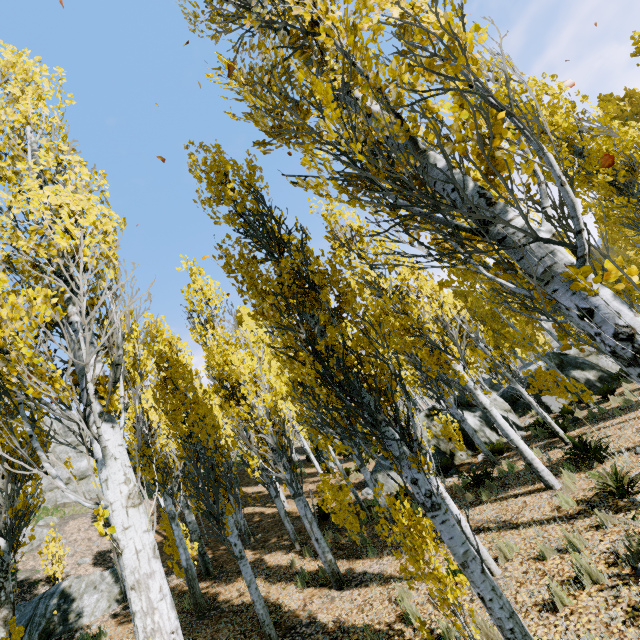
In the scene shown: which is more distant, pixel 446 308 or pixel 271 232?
pixel 446 308

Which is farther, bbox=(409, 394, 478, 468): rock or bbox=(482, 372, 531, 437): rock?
bbox=(482, 372, 531, 437): rock

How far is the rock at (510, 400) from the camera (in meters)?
15.06

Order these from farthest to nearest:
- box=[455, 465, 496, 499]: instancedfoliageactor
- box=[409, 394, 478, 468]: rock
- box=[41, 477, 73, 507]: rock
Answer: box=[41, 477, 73, 507]: rock, box=[409, 394, 478, 468]: rock, box=[455, 465, 496, 499]: instancedfoliageactor

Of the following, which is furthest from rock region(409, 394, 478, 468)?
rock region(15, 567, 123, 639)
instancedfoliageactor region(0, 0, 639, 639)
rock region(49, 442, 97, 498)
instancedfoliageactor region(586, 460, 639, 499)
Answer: rock region(49, 442, 97, 498)

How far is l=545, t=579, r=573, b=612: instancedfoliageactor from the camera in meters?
4.1 m

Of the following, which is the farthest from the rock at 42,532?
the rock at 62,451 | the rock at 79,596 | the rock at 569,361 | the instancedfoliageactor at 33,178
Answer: the rock at 569,361

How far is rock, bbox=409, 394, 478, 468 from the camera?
13.5 meters
